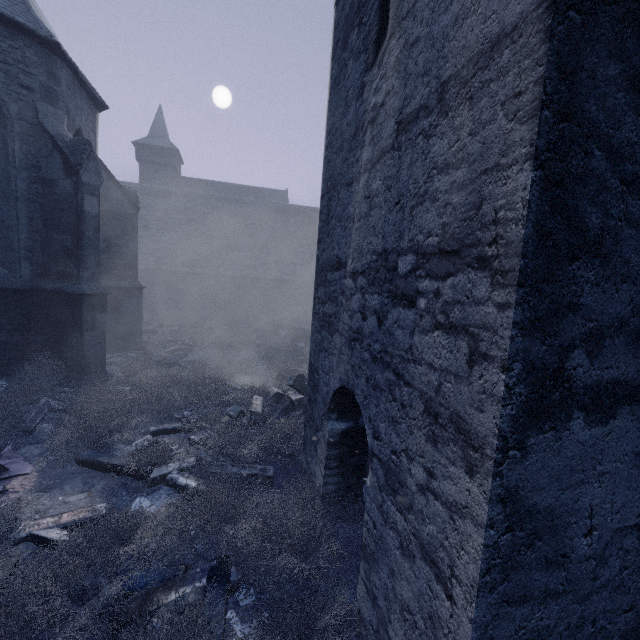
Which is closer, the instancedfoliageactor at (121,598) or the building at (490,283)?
the building at (490,283)

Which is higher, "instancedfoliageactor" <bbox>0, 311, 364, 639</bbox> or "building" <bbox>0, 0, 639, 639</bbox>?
"building" <bbox>0, 0, 639, 639</bbox>

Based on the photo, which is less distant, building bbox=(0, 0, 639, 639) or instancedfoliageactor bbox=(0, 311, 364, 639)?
building bbox=(0, 0, 639, 639)

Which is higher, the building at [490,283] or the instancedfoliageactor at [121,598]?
the building at [490,283]

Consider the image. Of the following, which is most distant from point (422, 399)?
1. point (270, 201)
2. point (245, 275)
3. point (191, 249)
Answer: point (270, 201)
